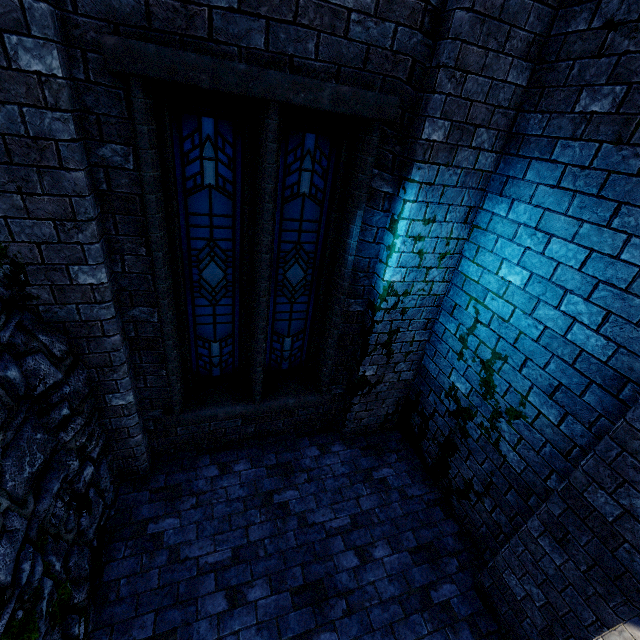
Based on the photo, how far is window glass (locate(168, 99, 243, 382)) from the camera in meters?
3.0

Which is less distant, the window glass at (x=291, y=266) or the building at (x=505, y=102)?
the building at (x=505, y=102)

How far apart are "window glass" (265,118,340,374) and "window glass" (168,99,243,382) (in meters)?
0.26

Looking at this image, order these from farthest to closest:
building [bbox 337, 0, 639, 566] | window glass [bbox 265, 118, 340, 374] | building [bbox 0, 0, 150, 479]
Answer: window glass [bbox 265, 118, 340, 374], building [bbox 337, 0, 639, 566], building [bbox 0, 0, 150, 479]

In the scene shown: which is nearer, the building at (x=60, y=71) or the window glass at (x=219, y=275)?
the building at (x=60, y=71)

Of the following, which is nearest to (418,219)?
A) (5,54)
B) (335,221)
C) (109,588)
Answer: (335,221)

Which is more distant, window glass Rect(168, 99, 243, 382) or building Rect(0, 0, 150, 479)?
window glass Rect(168, 99, 243, 382)

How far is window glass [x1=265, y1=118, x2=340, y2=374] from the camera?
3.3 meters
